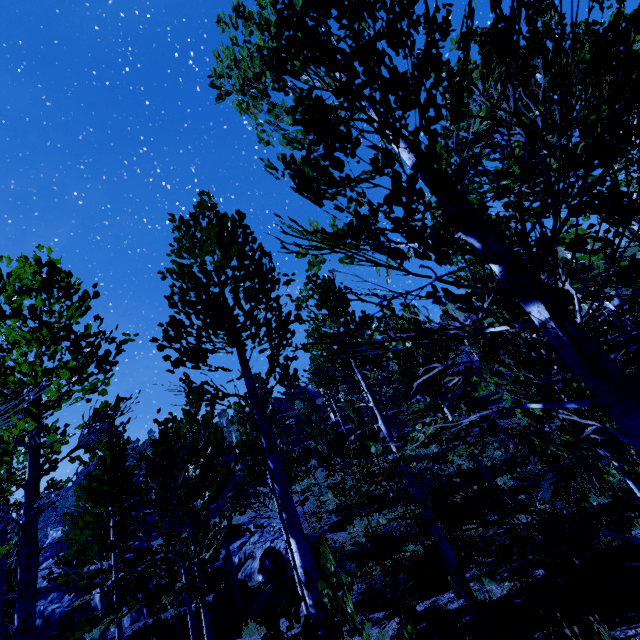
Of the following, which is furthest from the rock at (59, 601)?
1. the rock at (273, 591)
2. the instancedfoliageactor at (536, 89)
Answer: the rock at (273, 591)

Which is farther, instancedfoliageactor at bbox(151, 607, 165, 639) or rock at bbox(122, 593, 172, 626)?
→ rock at bbox(122, 593, 172, 626)

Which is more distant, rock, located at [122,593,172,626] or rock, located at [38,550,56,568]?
rock, located at [38,550,56,568]

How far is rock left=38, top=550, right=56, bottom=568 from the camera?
34.4m

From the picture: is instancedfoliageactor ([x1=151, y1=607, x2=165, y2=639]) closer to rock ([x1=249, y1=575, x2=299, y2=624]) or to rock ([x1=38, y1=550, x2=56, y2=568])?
rock ([x1=38, y1=550, x2=56, y2=568])

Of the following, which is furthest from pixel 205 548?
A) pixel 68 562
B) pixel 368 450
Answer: pixel 68 562

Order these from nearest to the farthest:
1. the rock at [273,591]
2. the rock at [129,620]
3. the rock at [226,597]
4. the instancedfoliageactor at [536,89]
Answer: the instancedfoliageactor at [536,89]
the rock at [273,591]
the rock at [226,597]
the rock at [129,620]

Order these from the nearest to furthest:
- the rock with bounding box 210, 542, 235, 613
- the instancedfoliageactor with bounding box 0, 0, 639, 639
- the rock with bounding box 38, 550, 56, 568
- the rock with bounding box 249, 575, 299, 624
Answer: the instancedfoliageactor with bounding box 0, 0, 639, 639 → the rock with bounding box 249, 575, 299, 624 → the rock with bounding box 210, 542, 235, 613 → the rock with bounding box 38, 550, 56, 568
